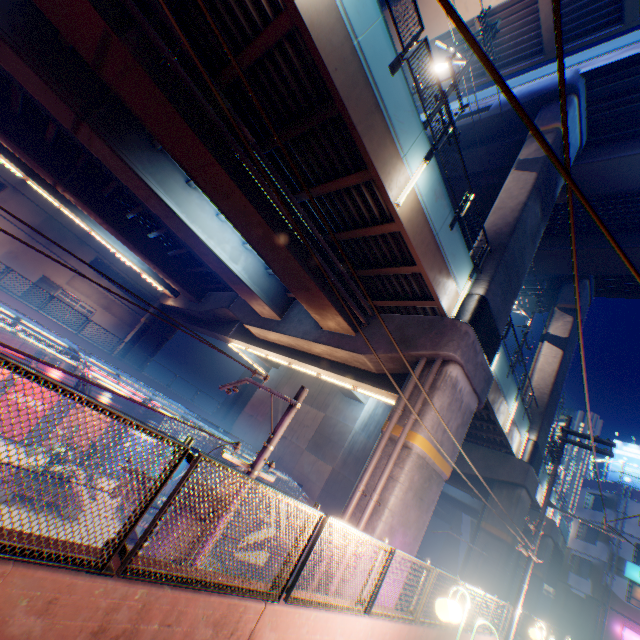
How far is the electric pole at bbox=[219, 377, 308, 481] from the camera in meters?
6.4 m

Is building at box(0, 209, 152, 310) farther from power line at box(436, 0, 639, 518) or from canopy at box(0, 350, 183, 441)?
power line at box(436, 0, 639, 518)

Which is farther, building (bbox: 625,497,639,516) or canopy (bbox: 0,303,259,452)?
building (bbox: 625,497,639,516)

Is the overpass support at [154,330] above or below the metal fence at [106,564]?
above

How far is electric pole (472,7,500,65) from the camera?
11.7m

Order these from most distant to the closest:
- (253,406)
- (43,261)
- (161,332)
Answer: (43,261) → (161,332) → (253,406)

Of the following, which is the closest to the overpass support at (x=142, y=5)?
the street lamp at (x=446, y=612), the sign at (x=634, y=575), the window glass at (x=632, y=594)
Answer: the street lamp at (x=446, y=612)

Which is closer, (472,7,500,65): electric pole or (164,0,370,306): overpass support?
(164,0,370,306): overpass support
